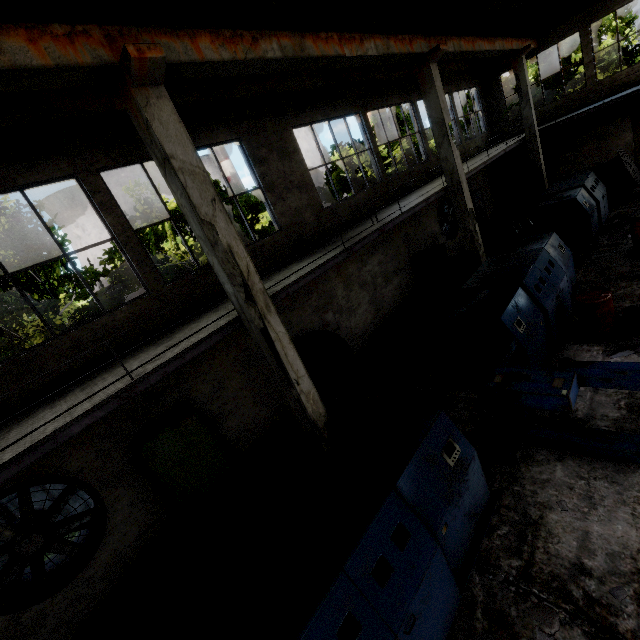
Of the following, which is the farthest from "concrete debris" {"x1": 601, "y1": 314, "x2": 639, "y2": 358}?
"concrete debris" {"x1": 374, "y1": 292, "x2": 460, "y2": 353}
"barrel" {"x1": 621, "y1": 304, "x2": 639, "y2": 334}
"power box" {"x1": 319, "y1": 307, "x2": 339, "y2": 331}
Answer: "power box" {"x1": 319, "y1": 307, "x2": 339, "y2": 331}

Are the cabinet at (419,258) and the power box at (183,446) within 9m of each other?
no

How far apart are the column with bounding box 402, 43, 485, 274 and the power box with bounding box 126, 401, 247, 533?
10.1 meters

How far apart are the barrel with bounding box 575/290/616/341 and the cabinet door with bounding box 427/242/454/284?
6.7 meters

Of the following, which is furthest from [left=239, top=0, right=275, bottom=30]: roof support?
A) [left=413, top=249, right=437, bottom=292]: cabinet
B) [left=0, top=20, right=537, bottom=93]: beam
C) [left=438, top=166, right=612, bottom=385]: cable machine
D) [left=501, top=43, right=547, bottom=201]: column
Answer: [left=501, top=43, right=547, bottom=201]: column

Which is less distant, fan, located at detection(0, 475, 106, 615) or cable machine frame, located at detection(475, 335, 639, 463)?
cable machine frame, located at detection(475, 335, 639, 463)

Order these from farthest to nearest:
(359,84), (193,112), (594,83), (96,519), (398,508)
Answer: (594,83), (359,84), (193,112), (96,519), (398,508)

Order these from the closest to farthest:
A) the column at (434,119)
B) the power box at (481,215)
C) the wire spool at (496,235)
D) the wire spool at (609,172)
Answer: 1. the column at (434,119)
2. the wire spool at (496,235)
3. the wire spool at (609,172)
4. the power box at (481,215)
